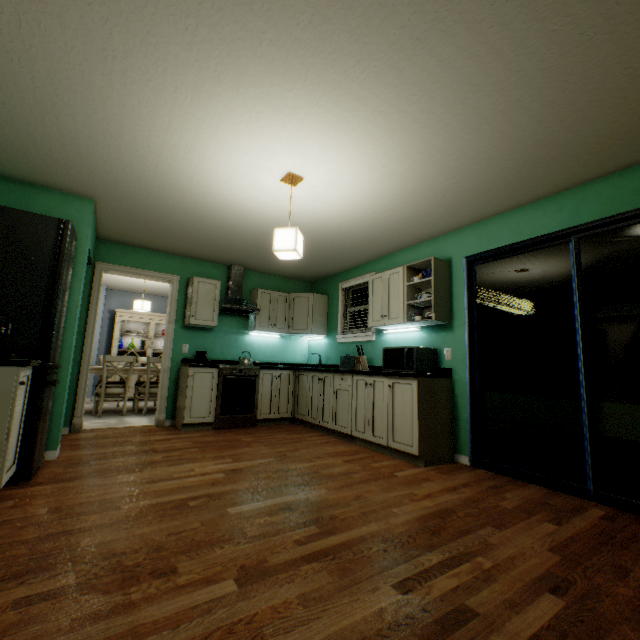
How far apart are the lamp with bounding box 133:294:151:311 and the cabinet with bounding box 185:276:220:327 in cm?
162

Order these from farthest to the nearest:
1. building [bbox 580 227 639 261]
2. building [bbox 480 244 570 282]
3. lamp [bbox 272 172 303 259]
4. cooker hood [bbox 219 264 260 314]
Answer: cooker hood [bbox 219 264 260 314]
building [bbox 480 244 570 282]
building [bbox 580 227 639 261]
lamp [bbox 272 172 303 259]

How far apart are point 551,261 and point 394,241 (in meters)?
1.88

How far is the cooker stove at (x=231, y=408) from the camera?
4.4 meters

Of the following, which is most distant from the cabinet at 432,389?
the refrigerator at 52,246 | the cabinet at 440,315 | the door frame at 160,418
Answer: the refrigerator at 52,246

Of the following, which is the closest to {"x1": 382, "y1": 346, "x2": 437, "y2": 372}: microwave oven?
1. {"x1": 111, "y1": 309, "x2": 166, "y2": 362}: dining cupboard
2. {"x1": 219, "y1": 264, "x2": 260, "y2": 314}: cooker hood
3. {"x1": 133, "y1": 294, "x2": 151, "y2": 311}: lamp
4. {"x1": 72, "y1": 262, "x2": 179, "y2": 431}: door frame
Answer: {"x1": 219, "y1": 264, "x2": 260, "y2": 314}: cooker hood

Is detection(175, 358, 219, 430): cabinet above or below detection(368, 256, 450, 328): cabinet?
below

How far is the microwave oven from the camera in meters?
3.4
